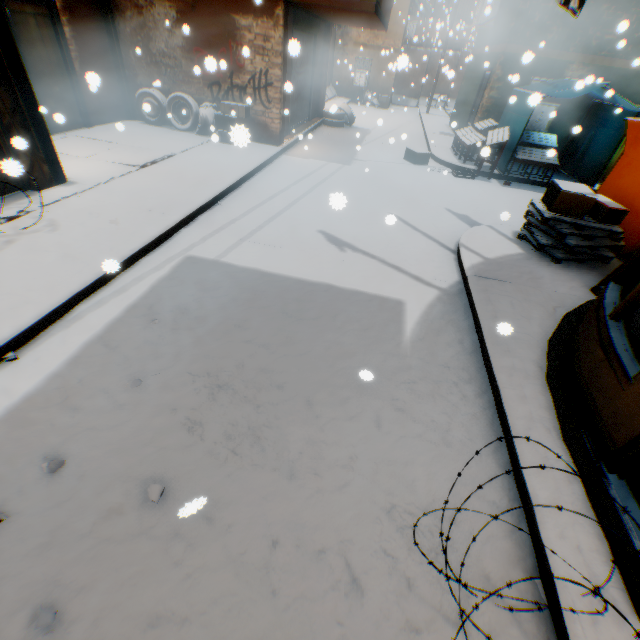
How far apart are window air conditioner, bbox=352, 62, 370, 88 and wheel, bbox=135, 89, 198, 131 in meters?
15.6 m

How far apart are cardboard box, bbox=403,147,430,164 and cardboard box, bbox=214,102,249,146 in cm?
476

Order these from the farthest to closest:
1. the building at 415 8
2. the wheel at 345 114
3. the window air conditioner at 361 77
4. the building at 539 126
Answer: the window air conditioner at 361 77 → the building at 415 8 → the wheel at 345 114 → the building at 539 126

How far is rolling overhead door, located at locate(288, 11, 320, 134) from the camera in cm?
954

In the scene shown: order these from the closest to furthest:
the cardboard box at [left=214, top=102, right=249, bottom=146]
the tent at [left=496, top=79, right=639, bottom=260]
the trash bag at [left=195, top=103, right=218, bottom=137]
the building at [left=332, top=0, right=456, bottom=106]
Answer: the cardboard box at [left=214, top=102, right=249, bottom=146], the tent at [left=496, top=79, right=639, bottom=260], the trash bag at [left=195, top=103, right=218, bottom=137], the building at [left=332, top=0, right=456, bottom=106]

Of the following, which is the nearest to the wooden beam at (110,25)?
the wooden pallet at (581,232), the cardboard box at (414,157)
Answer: the wooden pallet at (581,232)

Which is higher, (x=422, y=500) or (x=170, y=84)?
(x=170, y=84)

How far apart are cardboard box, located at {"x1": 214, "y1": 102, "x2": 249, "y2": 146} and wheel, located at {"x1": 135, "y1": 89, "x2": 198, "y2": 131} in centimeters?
43cm
